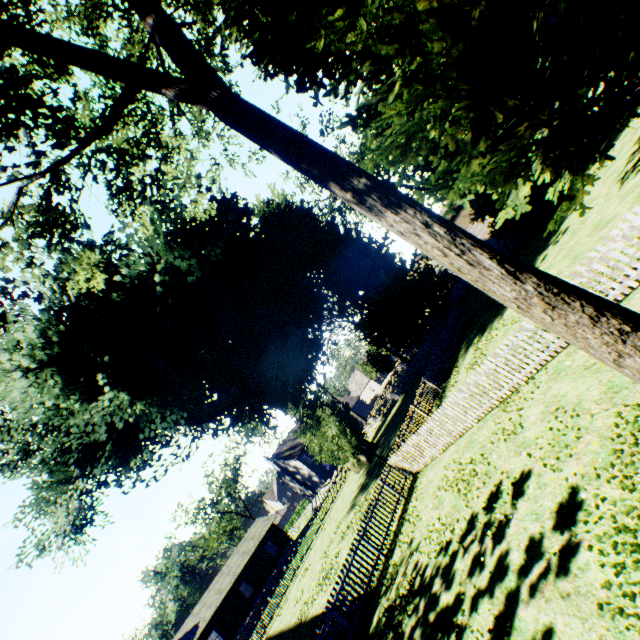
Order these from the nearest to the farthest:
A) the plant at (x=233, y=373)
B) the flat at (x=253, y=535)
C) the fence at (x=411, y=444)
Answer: the plant at (x=233, y=373) → the fence at (x=411, y=444) → the flat at (x=253, y=535)

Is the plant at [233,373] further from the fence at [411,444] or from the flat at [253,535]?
the flat at [253,535]

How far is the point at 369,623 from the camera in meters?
10.0 m

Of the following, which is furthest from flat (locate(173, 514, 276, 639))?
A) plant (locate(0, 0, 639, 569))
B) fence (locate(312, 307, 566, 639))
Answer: plant (locate(0, 0, 639, 569))

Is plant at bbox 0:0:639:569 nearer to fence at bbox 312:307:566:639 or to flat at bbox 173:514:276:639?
fence at bbox 312:307:566:639

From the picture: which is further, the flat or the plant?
the flat

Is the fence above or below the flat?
below
